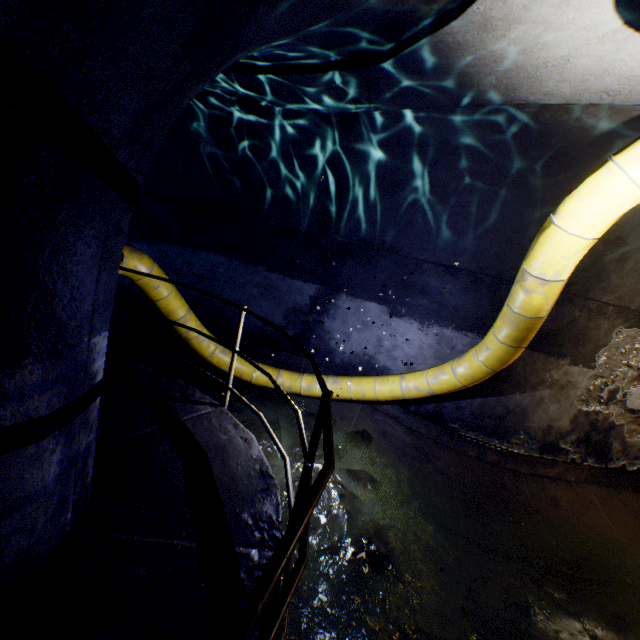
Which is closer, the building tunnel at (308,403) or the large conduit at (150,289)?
the large conduit at (150,289)

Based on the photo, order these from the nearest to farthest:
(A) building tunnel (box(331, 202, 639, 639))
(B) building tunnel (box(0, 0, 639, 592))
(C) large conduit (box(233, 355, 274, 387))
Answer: (B) building tunnel (box(0, 0, 639, 592)) < (A) building tunnel (box(331, 202, 639, 639)) < (C) large conduit (box(233, 355, 274, 387))

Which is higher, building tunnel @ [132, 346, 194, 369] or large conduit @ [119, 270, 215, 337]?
large conduit @ [119, 270, 215, 337]

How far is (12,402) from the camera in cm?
142

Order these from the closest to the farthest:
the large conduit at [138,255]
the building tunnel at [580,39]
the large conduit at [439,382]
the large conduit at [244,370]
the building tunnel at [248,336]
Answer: the building tunnel at [580,39], the large conduit at [439,382], the large conduit at [138,255], the large conduit at [244,370], the building tunnel at [248,336]

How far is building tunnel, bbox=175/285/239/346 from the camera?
7.2 meters

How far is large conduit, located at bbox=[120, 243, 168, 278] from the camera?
4.1m
